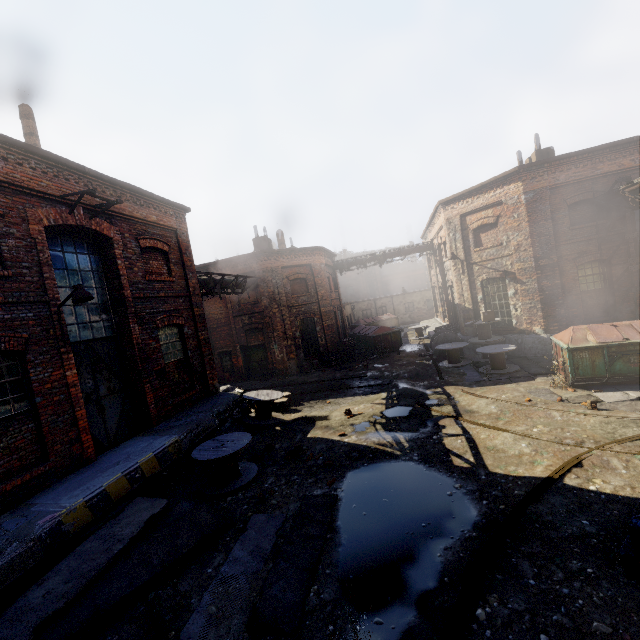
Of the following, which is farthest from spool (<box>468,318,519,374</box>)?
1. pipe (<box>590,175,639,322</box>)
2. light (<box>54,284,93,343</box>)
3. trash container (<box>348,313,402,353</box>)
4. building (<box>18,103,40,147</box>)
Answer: building (<box>18,103,40,147</box>)

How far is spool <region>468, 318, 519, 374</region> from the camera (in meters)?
13.24

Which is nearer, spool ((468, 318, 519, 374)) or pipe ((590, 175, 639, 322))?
pipe ((590, 175, 639, 322))

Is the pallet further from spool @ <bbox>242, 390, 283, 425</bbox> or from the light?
the light

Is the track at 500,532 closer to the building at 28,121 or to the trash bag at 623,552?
the trash bag at 623,552

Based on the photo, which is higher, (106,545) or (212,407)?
(212,407)

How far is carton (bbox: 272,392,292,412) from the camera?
13.0 meters

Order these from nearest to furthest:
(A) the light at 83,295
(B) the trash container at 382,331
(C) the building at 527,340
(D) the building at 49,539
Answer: (D) the building at 49,539, (A) the light at 83,295, (C) the building at 527,340, (B) the trash container at 382,331
